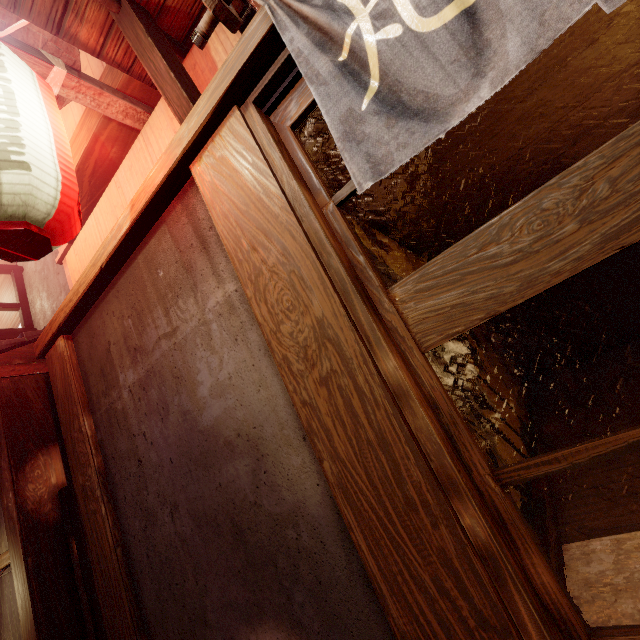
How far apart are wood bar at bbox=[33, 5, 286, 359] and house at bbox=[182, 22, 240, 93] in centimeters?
22cm

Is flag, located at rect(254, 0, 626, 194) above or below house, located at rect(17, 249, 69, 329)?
below

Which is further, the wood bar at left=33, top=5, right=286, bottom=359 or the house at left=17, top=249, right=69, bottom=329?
the house at left=17, top=249, right=69, bottom=329

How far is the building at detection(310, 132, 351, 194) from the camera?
4.01m

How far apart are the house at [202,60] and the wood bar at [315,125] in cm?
22

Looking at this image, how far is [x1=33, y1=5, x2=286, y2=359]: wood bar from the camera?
2.6 meters

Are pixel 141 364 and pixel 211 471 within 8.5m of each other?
yes
